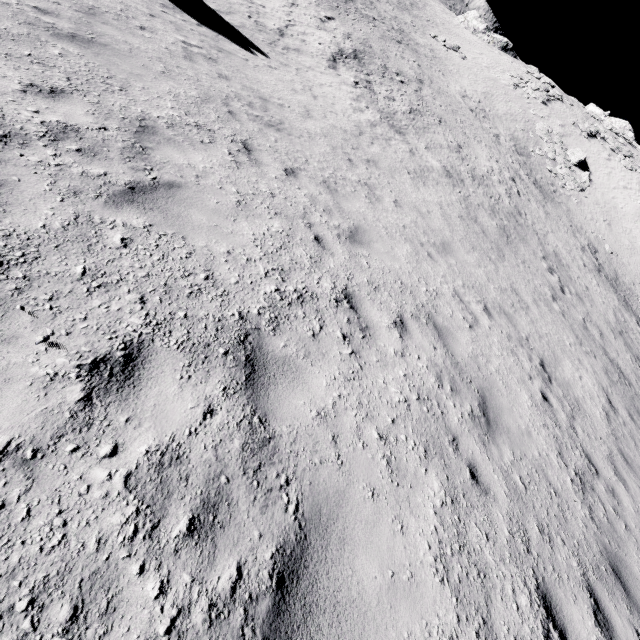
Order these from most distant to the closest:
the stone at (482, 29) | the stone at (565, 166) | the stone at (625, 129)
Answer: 1. the stone at (482, 29)
2. the stone at (625, 129)
3. the stone at (565, 166)

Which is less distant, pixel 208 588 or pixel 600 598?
pixel 208 588

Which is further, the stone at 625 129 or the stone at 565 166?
the stone at 625 129

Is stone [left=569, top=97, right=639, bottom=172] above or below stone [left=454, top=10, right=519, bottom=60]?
above

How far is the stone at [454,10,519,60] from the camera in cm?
5288

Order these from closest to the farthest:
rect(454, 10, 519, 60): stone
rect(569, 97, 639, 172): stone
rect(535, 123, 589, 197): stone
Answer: rect(535, 123, 589, 197): stone < rect(569, 97, 639, 172): stone < rect(454, 10, 519, 60): stone

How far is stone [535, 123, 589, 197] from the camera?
32.4 meters

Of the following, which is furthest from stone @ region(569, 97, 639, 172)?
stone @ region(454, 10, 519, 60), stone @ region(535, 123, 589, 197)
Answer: stone @ region(454, 10, 519, 60)
